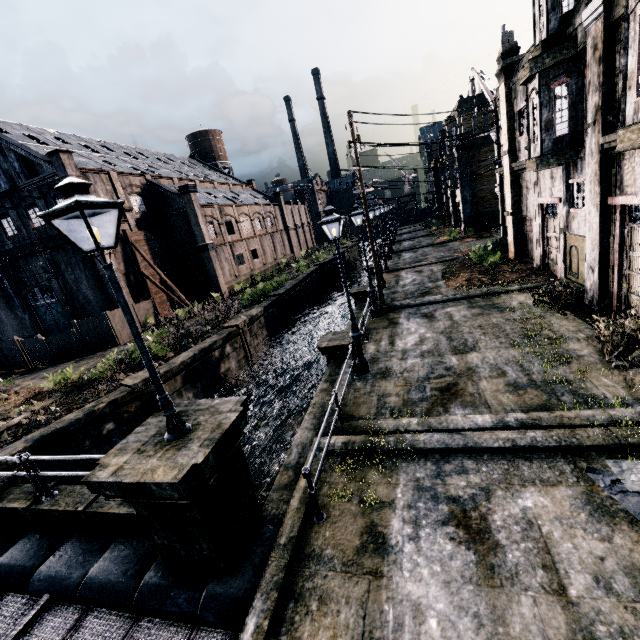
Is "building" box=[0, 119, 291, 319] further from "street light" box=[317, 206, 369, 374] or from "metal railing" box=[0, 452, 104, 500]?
"street light" box=[317, 206, 369, 374]

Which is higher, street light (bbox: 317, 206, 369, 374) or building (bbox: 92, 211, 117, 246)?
building (bbox: 92, 211, 117, 246)

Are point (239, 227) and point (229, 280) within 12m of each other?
yes

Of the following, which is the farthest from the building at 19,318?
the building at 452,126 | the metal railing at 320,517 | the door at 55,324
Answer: the building at 452,126

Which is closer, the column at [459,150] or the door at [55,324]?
the door at [55,324]

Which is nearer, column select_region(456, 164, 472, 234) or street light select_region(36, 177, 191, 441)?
street light select_region(36, 177, 191, 441)

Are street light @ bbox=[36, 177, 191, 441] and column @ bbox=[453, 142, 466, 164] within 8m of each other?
no

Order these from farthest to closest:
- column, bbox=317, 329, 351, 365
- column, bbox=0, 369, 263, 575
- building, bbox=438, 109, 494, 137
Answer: building, bbox=438, 109, 494, 137 < column, bbox=317, 329, 351, 365 < column, bbox=0, 369, 263, 575
